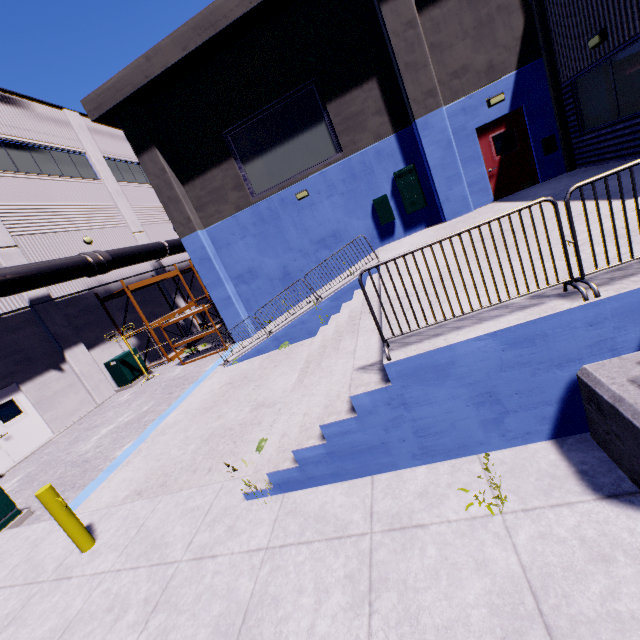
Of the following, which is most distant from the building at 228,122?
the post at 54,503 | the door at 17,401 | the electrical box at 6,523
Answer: the electrical box at 6,523

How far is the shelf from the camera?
14.5m

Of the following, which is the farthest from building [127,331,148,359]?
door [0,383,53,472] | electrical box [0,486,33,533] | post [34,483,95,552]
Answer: electrical box [0,486,33,533]

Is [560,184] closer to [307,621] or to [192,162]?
[307,621]

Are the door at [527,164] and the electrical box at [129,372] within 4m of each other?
no

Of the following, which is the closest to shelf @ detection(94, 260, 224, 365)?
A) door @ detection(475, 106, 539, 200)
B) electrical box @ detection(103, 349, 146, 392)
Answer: electrical box @ detection(103, 349, 146, 392)

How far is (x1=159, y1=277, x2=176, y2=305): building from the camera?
21.11m
